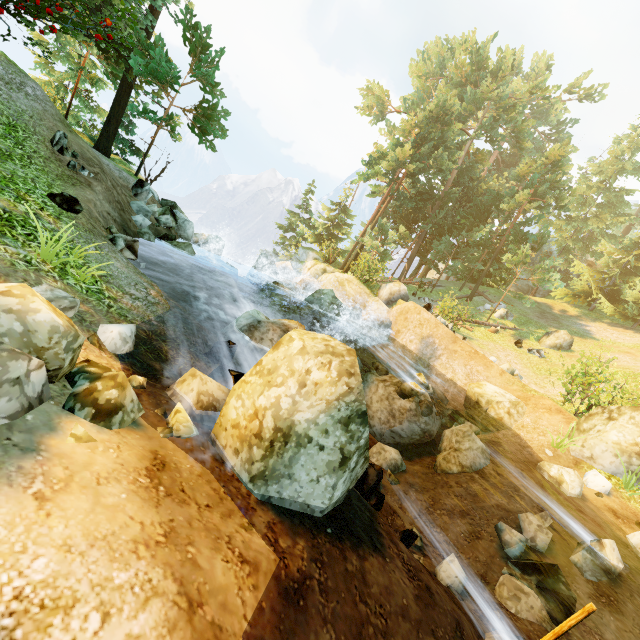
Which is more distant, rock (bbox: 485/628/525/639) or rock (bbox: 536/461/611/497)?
rock (bbox: 536/461/611/497)

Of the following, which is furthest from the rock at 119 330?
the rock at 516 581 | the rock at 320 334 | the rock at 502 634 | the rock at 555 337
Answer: the rock at 555 337

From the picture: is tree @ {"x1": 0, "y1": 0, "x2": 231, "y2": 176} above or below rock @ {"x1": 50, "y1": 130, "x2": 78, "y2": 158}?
above

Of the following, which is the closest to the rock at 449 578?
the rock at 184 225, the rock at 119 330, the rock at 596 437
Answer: the rock at 119 330

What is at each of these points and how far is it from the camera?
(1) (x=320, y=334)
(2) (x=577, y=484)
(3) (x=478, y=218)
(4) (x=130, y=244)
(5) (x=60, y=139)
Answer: (1) rock, 4.1m
(2) rock, 8.7m
(3) tree, 30.2m
(4) rock, 7.8m
(5) rock, 8.8m

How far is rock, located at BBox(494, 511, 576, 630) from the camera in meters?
5.4

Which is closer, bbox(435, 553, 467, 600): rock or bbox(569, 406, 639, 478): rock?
bbox(435, 553, 467, 600): rock

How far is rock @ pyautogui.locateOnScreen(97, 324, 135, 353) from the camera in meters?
4.2
